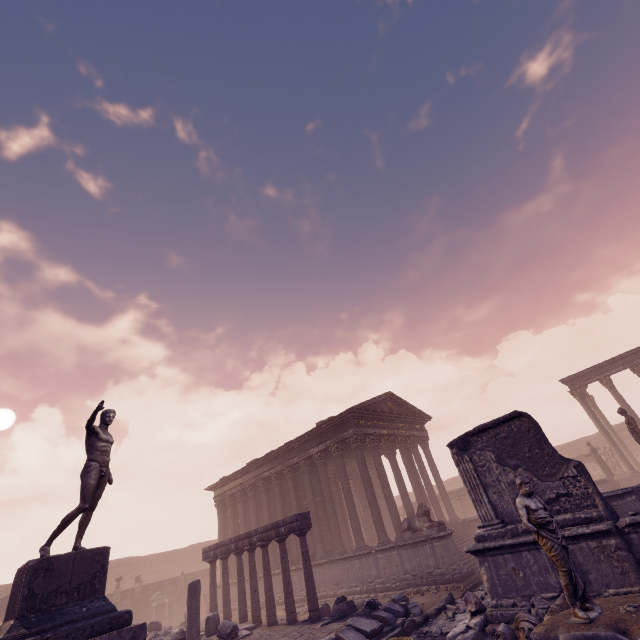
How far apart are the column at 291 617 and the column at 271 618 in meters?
1.6

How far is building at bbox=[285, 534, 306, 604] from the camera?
16.5 meters

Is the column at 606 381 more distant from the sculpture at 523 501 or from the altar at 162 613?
the altar at 162 613

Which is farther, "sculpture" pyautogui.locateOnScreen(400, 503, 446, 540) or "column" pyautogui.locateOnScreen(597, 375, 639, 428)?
"column" pyautogui.locateOnScreen(597, 375, 639, 428)

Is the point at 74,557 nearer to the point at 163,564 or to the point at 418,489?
the point at 418,489

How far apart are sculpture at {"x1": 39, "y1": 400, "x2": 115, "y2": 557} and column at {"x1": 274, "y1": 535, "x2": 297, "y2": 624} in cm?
747

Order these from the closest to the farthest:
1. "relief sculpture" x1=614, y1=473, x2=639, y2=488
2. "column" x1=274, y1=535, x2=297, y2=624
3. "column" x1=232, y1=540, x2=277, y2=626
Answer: "column" x1=274, y1=535, x2=297, y2=624 → "column" x1=232, y1=540, x2=277, y2=626 → "relief sculpture" x1=614, y1=473, x2=639, y2=488

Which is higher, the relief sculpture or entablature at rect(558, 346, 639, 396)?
entablature at rect(558, 346, 639, 396)
